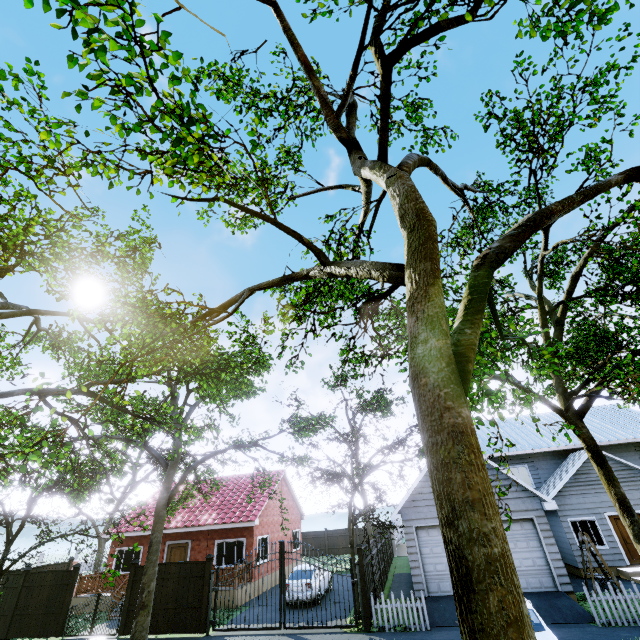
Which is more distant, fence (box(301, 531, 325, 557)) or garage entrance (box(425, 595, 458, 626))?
fence (box(301, 531, 325, 557))

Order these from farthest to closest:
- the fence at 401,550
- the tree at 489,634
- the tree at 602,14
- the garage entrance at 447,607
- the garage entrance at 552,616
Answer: the fence at 401,550
the garage entrance at 447,607
the garage entrance at 552,616
the tree at 602,14
the tree at 489,634

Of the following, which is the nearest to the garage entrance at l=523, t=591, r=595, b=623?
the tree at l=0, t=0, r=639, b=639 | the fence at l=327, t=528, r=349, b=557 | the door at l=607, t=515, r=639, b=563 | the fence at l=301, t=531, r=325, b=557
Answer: the tree at l=0, t=0, r=639, b=639

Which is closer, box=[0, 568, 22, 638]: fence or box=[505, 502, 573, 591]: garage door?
box=[505, 502, 573, 591]: garage door

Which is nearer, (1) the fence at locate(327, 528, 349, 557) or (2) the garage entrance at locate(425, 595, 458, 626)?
(2) the garage entrance at locate(425, 595, 458, 626)

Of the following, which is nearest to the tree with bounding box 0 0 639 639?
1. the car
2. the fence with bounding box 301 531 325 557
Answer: the car

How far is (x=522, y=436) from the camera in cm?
2327

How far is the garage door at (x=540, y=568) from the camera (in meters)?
12.70
